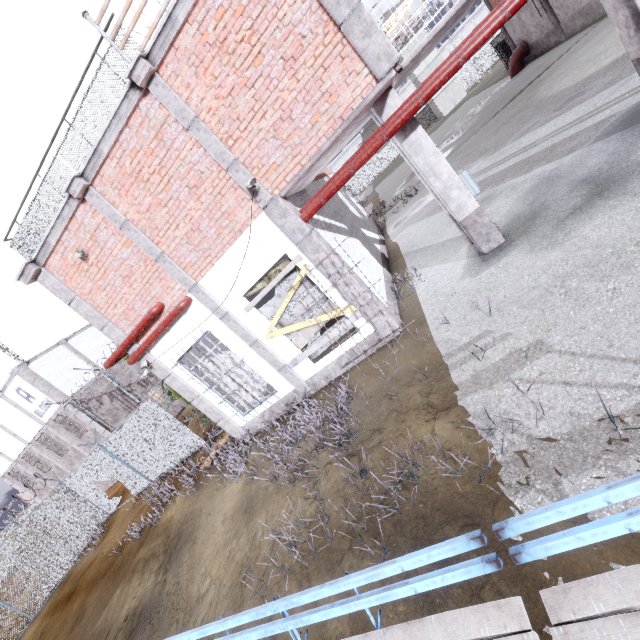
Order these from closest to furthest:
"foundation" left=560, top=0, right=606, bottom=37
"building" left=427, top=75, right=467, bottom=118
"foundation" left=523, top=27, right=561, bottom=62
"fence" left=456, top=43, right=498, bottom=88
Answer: "foundation" left=560, top=0, right=606, bottom=37 → "foundation" left=523, top=27, right=561, bottom=62 → "building" left=427, top=75, right=467, bottom=118 → "fence" left=456, top=43, right=498, bottom=88

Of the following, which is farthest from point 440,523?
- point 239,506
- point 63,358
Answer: point 63,358

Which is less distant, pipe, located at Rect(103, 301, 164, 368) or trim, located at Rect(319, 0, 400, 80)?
trim, located at Rect(319, 0, 400, 80)

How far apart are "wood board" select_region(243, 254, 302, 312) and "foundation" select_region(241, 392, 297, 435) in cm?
244

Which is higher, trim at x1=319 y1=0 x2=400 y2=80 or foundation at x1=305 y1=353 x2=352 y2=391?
trim at x1=319 y1=0 x2=400 y2=80

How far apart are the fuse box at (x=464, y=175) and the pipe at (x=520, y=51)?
26.1m

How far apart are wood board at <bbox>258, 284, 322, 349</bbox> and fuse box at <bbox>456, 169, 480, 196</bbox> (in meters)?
3.50

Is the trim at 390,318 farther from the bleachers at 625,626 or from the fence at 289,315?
the bleachers at 625,626
